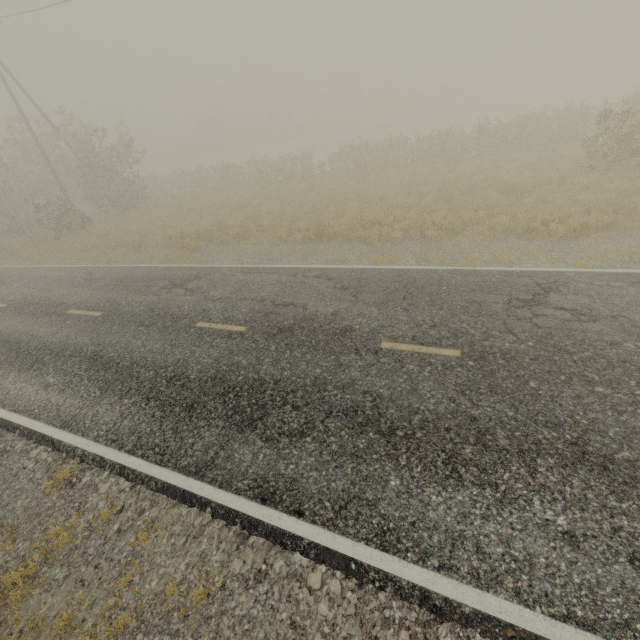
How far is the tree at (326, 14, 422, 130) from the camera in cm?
4794

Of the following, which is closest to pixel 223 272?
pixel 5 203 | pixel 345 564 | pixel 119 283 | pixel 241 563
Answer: pixel 119 283

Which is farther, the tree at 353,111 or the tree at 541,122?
the tree at 353,111

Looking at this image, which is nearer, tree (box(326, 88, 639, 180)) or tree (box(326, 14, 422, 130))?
tree (box(326, 88, 639, 180))

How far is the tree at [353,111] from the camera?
47.9 meters
